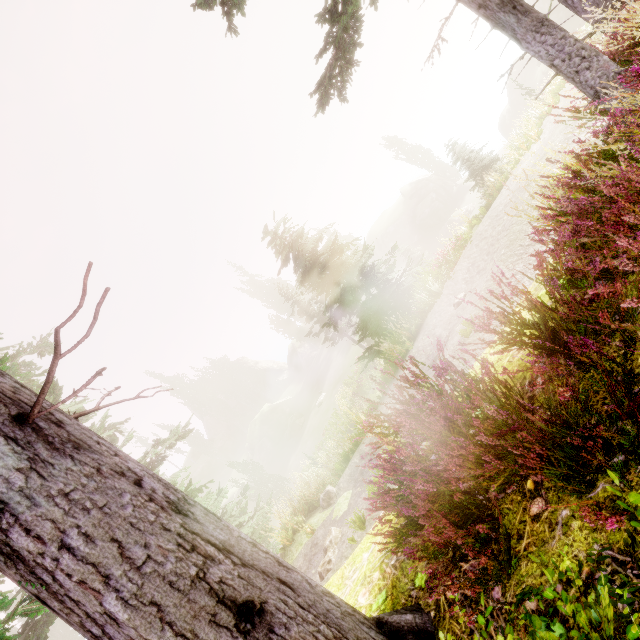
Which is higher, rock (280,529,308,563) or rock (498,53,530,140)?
rock (280,529,308,563)

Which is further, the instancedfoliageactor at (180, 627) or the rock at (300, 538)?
the rock at (300, 538)

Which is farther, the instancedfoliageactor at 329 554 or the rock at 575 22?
the rock at 575 22

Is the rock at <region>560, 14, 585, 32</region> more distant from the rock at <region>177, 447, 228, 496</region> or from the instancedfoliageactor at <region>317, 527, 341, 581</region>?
the rock at <region>177, 447, 228, 496</region>

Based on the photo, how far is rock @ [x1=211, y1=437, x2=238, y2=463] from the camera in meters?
57.0 m

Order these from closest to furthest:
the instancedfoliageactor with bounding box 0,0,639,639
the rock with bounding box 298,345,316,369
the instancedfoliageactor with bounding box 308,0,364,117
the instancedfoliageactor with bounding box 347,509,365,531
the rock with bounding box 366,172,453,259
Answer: the instancedfoliageactor with bounding box 0,0,639,639 → the instancedfoliageactor with bounding box 308,0,364,117 → the instancedfoliageactor with bounding box 347,509,365,531 → the rock with bounding box 366,172,453,259 → the rock with bounding box 298,345,316,369

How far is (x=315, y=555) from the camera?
8.00m

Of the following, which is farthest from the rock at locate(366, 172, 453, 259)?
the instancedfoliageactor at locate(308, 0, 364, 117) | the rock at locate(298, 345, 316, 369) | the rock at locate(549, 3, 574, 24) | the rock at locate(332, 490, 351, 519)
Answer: the rock at locate(332, 490, 351, 519)
